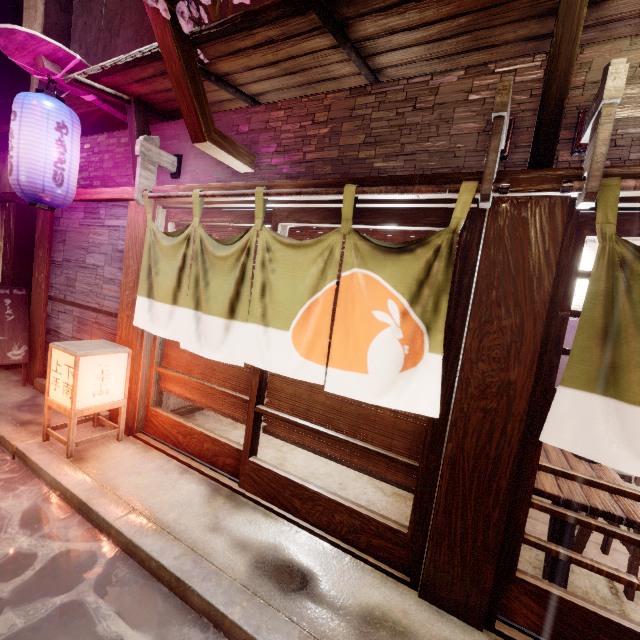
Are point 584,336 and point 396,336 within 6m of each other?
yes

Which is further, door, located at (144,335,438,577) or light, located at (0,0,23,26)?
light, located at (0,0,23,26)

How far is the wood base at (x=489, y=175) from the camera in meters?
3.3

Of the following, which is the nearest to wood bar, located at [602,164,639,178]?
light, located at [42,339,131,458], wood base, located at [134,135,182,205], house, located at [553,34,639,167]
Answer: house, located at [553,34,639,167]

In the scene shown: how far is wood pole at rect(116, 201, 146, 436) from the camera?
6.92m

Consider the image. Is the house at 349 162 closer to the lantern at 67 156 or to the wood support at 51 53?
the wood support at 51 53

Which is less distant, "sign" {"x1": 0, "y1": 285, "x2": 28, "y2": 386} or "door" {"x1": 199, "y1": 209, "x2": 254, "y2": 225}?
Answer: "door" {"x1": 199, "y1": 209, "x2": 254, "y2": 225}

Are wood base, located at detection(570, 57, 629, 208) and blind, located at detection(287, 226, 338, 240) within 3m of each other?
yes
